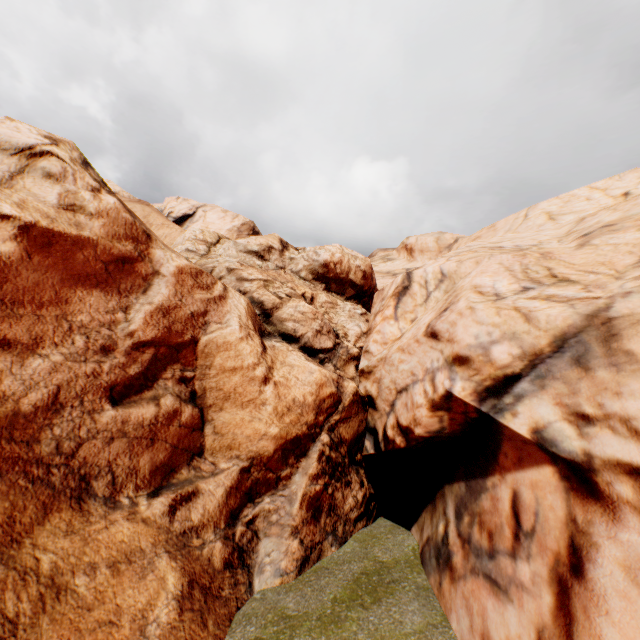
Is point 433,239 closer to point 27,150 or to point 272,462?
point 272,462
